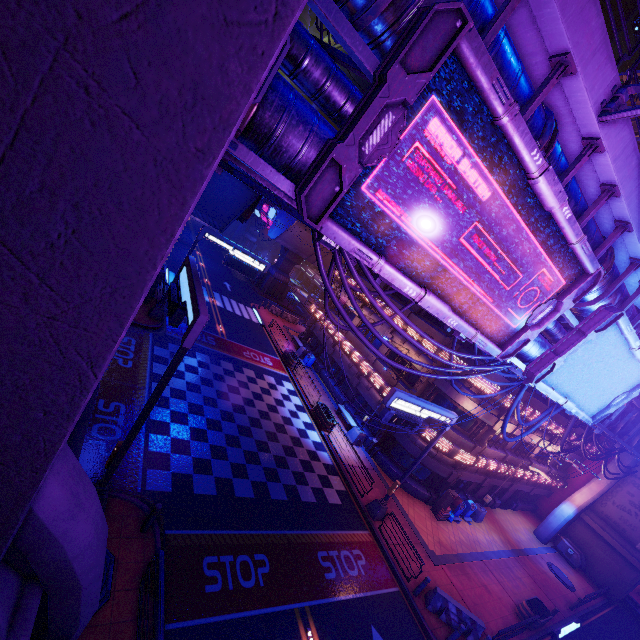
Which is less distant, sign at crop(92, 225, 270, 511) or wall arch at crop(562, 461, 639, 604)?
sign at crop(92, 225, 270, 511)

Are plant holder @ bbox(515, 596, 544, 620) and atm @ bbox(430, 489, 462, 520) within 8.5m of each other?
yes

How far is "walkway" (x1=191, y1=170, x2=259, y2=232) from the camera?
19.1 meters

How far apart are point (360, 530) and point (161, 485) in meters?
10.1 m

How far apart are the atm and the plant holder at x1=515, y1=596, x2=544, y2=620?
5.0m

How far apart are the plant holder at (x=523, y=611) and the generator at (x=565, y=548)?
13.1 meters

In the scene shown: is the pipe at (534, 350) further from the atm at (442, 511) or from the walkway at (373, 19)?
the atm at (442, 511)

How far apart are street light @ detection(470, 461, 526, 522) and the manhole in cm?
2410
